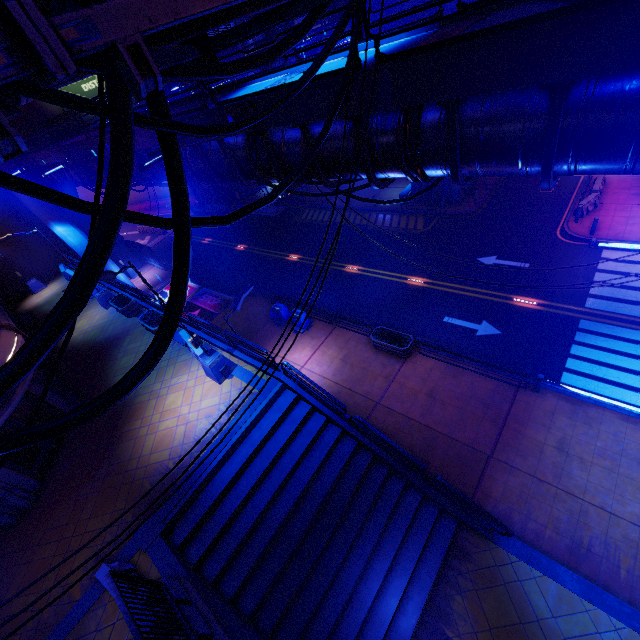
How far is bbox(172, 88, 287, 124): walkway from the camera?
7.4m

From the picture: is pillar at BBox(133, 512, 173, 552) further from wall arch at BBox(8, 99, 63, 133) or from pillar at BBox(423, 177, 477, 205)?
wall arch at BBox(8, 99, 63, 133)

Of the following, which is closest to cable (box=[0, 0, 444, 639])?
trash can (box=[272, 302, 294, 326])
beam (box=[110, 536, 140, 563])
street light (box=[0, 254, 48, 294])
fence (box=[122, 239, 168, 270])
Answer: beam (box=[110, 536, 140, 563])

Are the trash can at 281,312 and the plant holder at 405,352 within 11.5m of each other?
yes

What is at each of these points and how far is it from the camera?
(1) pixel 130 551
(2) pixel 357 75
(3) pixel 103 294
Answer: (1) beam, 9.53m
(2) walkway, 5.86m
(3) street light, 21.00m

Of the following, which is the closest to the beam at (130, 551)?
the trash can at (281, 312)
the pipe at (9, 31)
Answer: the pipe at (9, 31)

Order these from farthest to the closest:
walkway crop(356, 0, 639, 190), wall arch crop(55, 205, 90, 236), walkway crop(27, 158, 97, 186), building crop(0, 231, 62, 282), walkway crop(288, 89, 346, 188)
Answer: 1. wall arch crop(55, 205, 90, 236)
2. building crop(0, 231, 62, 282)
3. walkway crop(27, 158, 97, 186)
4. walkway crop(288, 89, 346, 188)
5. walkway crop(356, 0, 639, 190)
